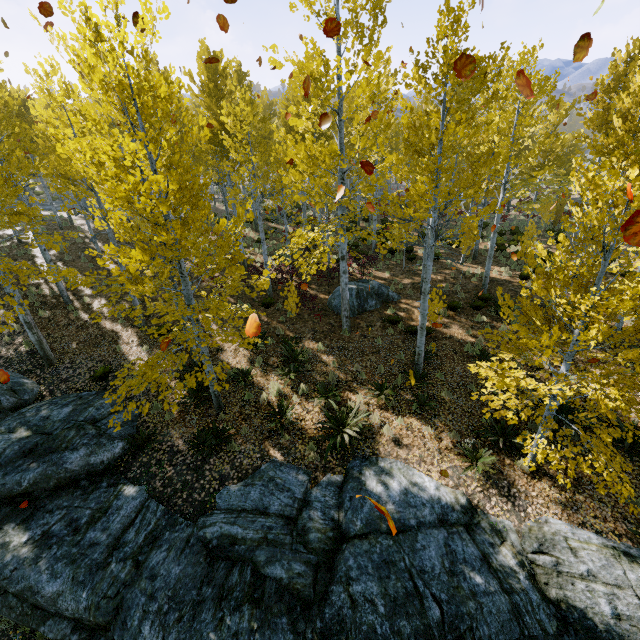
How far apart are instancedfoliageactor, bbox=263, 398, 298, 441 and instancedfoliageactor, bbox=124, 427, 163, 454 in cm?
348

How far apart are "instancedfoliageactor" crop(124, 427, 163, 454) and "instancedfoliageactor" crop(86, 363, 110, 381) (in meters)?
3.02

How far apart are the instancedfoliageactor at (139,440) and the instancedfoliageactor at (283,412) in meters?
3.5 m

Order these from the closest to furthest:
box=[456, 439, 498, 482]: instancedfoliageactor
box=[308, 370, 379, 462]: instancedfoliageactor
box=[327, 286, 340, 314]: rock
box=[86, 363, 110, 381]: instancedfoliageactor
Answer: box=[456, 439, 498, 482]: instancedfoliageactor → box=[308, 370, 379, 462]: instancedfoliageactor → box=[86, 363, 110, 381]: instancedfoliageactor → box=[327, 286, 340, 314]: rock

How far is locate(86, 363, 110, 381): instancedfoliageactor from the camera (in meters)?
10.42

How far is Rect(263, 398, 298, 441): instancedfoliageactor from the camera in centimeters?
886cm

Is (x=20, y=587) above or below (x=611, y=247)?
below

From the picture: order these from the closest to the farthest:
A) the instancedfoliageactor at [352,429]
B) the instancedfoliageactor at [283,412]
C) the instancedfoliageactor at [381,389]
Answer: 1. the instancedfoliageactor at [352,429]
2. the instancedfoliageactor at [283,412]
3. the instancedfoliageactor at [381,389]
